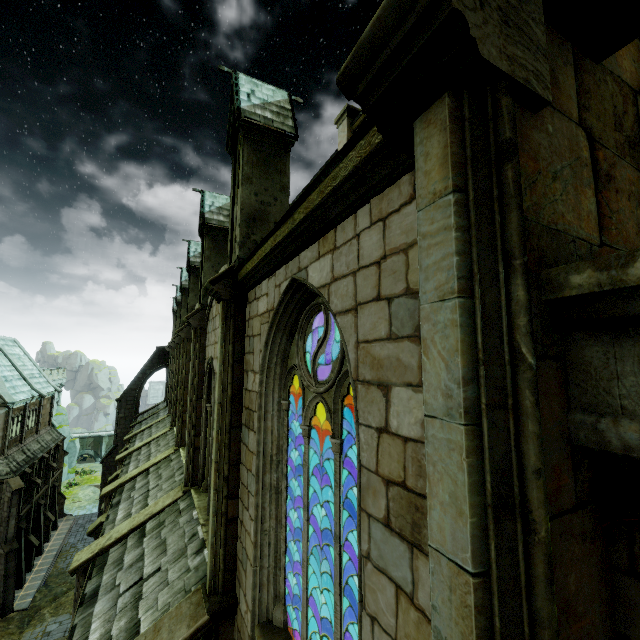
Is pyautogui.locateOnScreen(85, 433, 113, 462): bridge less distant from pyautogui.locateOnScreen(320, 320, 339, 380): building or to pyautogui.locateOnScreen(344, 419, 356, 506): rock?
pyautogui.locateOnScreen(320, 320, 339, 380): building

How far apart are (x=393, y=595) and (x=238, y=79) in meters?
9.7 m

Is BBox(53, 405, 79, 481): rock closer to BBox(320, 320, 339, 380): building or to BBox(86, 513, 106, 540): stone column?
BBox(320, 320, 339, 380): building

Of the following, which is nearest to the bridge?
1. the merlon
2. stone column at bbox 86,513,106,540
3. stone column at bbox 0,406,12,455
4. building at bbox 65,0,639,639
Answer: building at bbox 65,0,639,639

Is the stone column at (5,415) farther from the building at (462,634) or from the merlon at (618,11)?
the merlon at (618,11)

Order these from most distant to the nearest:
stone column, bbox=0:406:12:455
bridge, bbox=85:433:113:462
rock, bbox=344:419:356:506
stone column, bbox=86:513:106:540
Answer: bridge, bbox=85:433:113:462 → rock, bbox=344:419:356:506 → stone column, bbox=0:406:12:455 → stone column, bbox=86:513:106:540

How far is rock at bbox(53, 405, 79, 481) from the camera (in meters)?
46.99

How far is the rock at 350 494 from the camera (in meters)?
28.60
